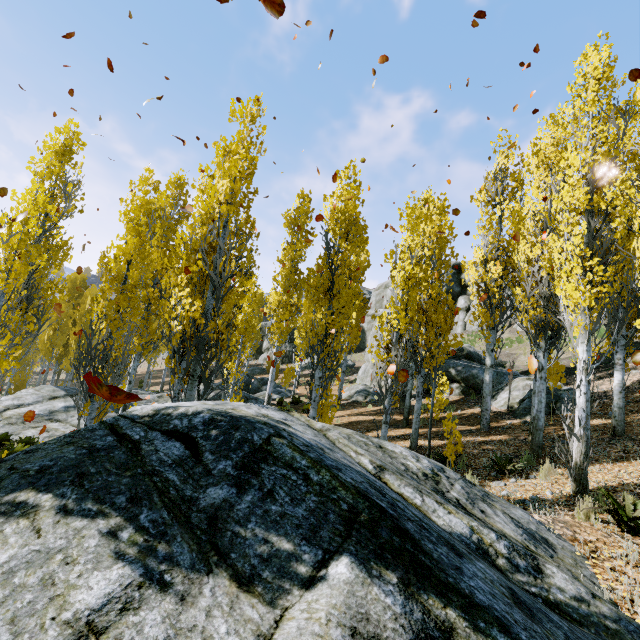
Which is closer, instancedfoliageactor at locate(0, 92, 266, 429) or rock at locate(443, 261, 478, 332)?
instancedfoliageactor at locate(0, 92, 266, 429)

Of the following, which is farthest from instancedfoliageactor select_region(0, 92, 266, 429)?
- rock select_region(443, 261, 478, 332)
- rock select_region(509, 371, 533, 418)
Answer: rock select_region(509, 371, 533, 418)

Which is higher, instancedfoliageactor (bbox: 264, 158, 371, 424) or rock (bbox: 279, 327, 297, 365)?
rock (bbox: 279, 327, 297, 365)

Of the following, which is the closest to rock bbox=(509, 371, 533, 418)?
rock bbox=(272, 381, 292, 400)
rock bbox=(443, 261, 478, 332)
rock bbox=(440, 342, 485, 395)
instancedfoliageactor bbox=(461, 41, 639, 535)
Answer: rock bbox=(440, 342, 485, 395)

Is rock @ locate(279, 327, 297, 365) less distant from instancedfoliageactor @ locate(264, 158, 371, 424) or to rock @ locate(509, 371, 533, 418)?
instancedfoliageactor @ locate(264, 158, 371, 424)

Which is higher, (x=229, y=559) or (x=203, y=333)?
(x=203, y=333)

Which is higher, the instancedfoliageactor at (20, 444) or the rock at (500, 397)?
the rock at (500, 397)

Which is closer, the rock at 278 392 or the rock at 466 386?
the rock at 466 386
